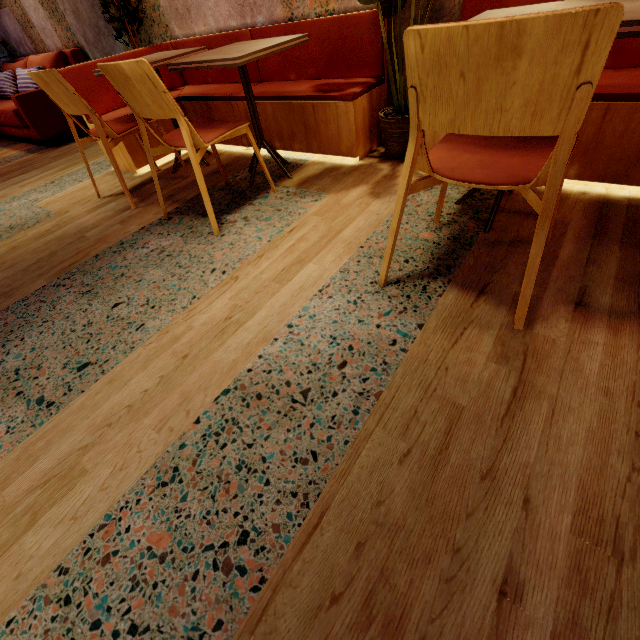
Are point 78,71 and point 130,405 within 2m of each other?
no

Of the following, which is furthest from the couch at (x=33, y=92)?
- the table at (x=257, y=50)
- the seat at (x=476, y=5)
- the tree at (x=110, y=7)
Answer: the seat at (x=476, y=5)

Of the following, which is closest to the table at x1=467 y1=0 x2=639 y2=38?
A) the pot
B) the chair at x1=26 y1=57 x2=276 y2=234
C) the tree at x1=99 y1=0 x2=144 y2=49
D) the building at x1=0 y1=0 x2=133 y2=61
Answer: the building at x1=0 y1=0 x2=133 y2=61

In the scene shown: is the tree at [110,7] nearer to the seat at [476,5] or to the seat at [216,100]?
the seat at [216,100]

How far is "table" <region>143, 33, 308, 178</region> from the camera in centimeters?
173cm

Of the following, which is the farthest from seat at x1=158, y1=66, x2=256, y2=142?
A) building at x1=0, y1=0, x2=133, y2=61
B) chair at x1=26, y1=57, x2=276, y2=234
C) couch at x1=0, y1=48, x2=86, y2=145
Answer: couch at x1=0, y1=48, x2=86, y2=145

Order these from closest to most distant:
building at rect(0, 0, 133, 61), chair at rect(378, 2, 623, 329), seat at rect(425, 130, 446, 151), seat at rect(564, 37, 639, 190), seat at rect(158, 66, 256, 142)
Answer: chair at rect(378, 2, 623, 329) < seat at rect(564, 37, 639, 190) < seat at rect(425, 130, 446, 151) < seat at rect(158, 66, 256, 142) < building at rect(0, 0, 133, 61)

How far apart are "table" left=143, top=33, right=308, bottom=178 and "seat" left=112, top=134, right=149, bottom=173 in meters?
0.2
